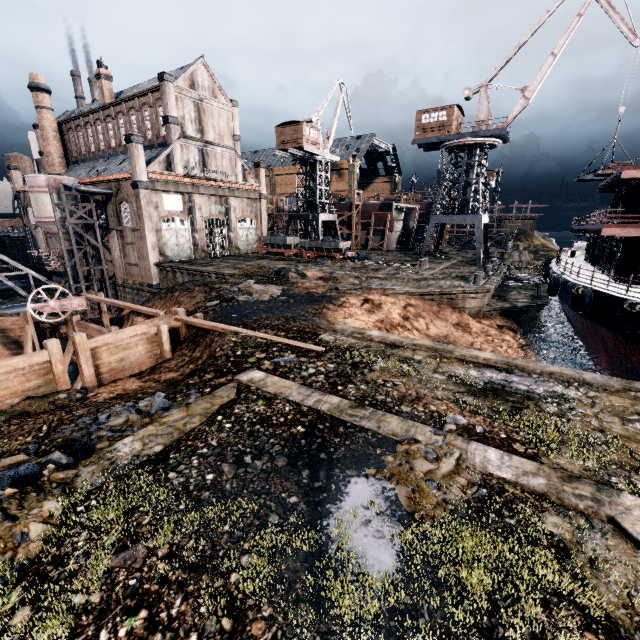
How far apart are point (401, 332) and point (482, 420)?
10.79m

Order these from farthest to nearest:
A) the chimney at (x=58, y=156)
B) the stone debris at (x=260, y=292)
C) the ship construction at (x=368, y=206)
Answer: the ship construction at (x=368, y=206)
the chimney at (x=58, y=156)
the stone debris at (x=260, y=292)

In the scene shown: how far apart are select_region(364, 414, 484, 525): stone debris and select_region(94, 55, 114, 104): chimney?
57.40m

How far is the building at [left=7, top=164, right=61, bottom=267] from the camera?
51.8 meters

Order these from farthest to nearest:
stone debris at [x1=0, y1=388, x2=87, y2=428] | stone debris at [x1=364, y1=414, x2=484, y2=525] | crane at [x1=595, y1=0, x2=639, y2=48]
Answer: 1. crane at [x1=595, y1=0, x2=639, y2=48]
2. stone debris at [x1=0, y1=388, x2=87, y2=428]
3. stone debris at [x1=364, y1=414, x2=484, y2=525]

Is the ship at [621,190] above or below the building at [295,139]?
below

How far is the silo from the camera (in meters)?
36.66

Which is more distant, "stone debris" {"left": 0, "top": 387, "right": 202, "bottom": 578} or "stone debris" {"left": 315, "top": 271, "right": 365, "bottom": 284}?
"stone debris" {"left": 315, "top": 271, "right": 365, "bottom": 284}
